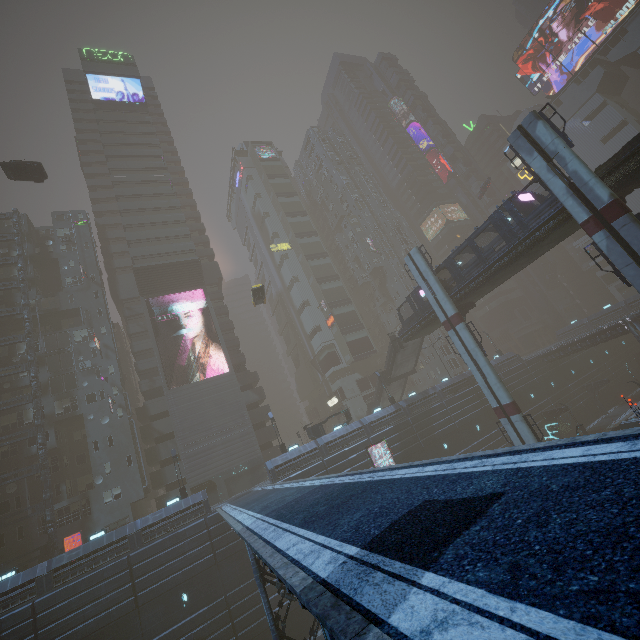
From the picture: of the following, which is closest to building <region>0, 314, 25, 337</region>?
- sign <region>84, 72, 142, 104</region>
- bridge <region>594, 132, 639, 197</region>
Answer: sign <region>84, 72, 142, 104</region>

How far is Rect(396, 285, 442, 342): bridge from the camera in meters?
35.1 m

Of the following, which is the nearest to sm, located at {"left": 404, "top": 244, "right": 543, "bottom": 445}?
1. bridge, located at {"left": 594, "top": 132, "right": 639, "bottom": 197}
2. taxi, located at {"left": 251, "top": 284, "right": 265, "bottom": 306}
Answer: bridge, located at {"left": 594, "top": 132, "right": 639, "bottom": 197}

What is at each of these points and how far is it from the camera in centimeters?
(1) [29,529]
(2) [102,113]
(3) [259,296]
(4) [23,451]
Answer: (1) building, 3338cm
(2) building, 5700cm
(3) taxi, 3909cm
(4) building, 3603cm

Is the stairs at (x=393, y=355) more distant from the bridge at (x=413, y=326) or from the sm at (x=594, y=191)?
the sm at (x=594, y=191)

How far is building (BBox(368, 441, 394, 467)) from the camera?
35.2m

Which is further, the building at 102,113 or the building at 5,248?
the building at 5,248

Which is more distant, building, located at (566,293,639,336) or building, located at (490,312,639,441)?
building, located at (566,293,639,336)
